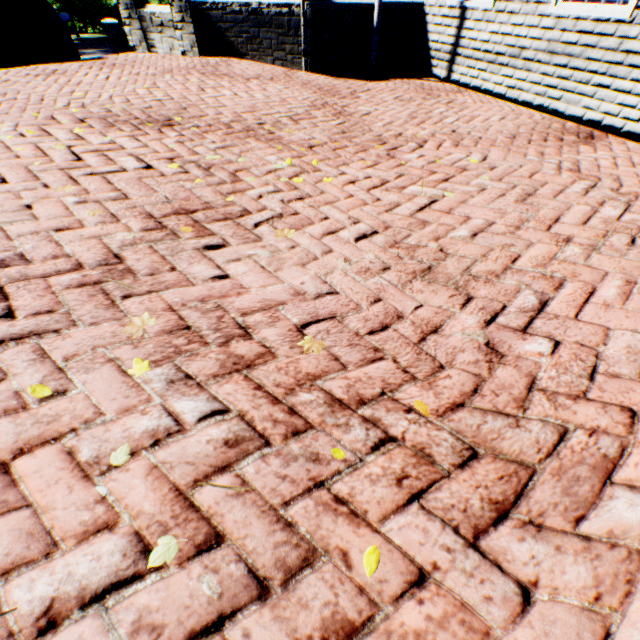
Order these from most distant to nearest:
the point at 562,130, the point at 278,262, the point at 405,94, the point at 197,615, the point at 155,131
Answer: the point at 405,94 → the point at 562,130 → the point at 155,131 → the point at 278,262 → the point at 197,615
